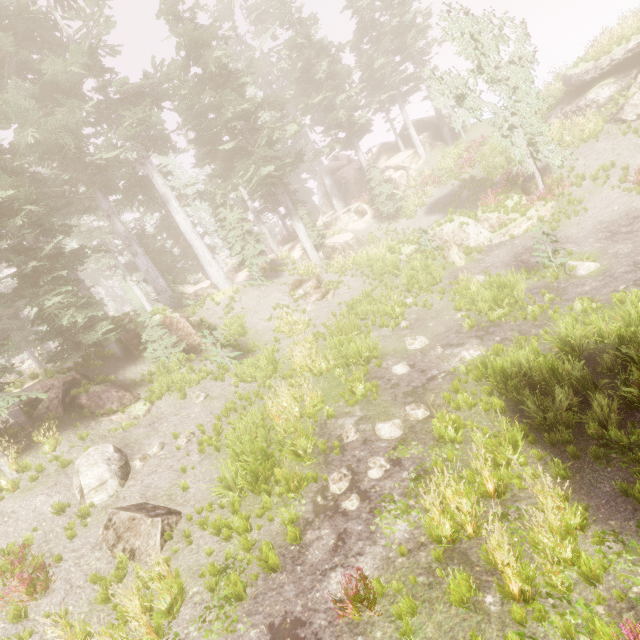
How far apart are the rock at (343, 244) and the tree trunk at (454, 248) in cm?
771

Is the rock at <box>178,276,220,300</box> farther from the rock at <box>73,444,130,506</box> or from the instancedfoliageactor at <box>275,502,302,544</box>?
the rock at <box>73,444,130,506</box>

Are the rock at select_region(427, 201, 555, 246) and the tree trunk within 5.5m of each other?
yes

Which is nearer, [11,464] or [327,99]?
[11,464]

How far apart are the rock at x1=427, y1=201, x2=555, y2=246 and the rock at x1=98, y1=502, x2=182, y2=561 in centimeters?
1694cm

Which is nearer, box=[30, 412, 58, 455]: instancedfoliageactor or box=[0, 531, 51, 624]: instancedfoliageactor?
box=[0, 531, 51, 624]: instancedfoliageactor

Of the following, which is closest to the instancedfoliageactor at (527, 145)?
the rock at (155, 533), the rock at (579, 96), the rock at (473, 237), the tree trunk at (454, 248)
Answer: the rock at (579, 96)

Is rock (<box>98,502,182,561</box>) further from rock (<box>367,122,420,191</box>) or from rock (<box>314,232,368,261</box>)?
rock (<box>367,122,420,191</box>)
